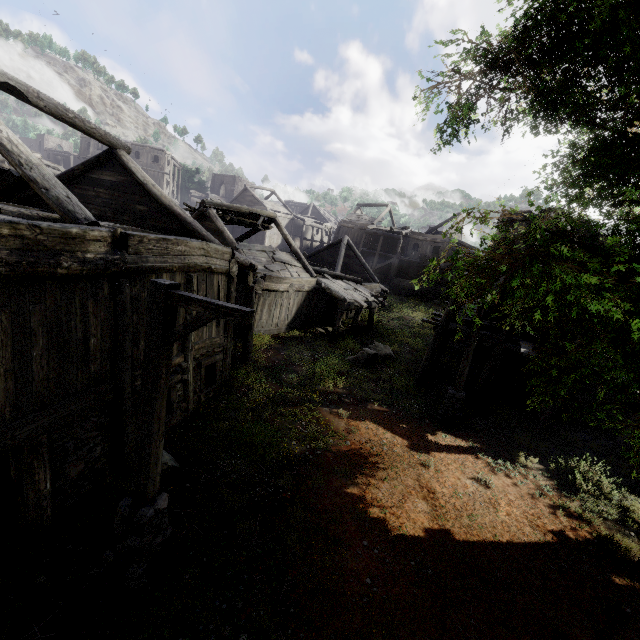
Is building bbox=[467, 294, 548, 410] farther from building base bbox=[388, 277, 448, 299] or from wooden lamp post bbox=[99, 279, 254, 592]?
wooden lamp post bbox=[99, 279, 254, 592]

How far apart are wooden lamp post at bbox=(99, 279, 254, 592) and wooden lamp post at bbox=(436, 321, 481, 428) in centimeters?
832cm

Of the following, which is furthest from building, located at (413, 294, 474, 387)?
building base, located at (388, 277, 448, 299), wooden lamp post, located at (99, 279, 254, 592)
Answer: wooden lamp post, located at (99, 279, 254, 592)

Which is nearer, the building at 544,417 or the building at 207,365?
the building at 207,365

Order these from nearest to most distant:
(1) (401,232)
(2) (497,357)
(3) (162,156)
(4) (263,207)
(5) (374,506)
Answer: (5) (374,506), (2) (497,357), (1) (401,232), (3) (162,156), (4) (263,207)

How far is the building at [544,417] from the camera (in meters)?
11.97

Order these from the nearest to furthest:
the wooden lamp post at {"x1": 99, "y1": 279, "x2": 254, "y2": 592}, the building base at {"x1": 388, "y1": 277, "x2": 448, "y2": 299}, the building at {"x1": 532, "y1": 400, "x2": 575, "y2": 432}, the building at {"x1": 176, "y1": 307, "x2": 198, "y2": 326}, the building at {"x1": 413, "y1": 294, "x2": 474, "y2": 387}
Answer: the wooden lamp post at {"x1": 99, "y1": 279, "x2": 254, "y2": 592} → the building at {"x1": 176, "y1": 307, "x2": 198, "y2": 326} → the building at {"x1": 532, "y1": 400, "x2": 575, "y2": 432} → the building at {"x1": 413, "y1": 294, "x2": 474, "y2": 387} → the building base at {"x1": 388, "y1": 277, "x2": 448, "y2": 299}
